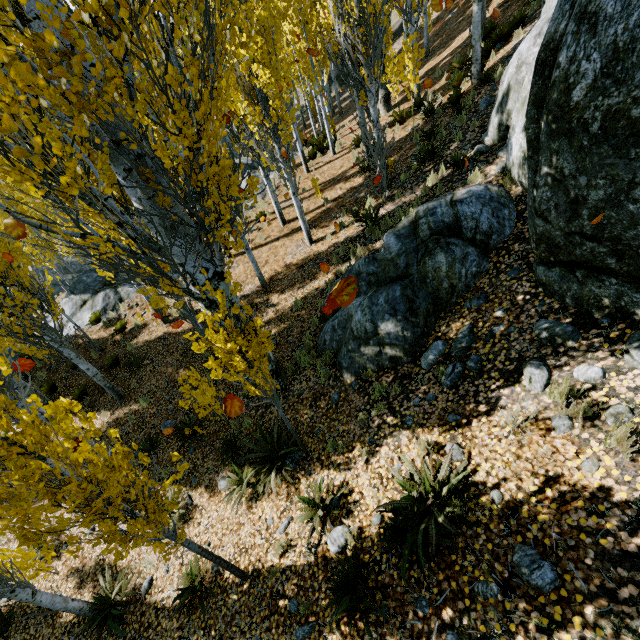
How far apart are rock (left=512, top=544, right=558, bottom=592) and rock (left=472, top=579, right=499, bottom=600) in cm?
28

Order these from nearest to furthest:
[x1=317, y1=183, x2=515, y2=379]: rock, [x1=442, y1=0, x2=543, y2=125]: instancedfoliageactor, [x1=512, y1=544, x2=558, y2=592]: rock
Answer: [x1=512, y1=544, x2=558, y2=592]: rock, [x1=317, y1=183, x2=515, y2=379]: rock, [x1=442, y1=0, x2=543, y2=125]: instancedfoliageactor

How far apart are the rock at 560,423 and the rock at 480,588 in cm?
168

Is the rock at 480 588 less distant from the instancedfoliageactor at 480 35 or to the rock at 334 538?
the rock at 334 538

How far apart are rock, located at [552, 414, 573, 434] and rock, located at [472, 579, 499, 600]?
1.7 meters

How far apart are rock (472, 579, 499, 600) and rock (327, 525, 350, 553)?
1.8m

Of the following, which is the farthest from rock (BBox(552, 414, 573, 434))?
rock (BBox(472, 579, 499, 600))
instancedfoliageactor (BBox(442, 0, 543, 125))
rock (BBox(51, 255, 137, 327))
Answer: instancedfoliageactor (BBox(442, 0, 543, 125))

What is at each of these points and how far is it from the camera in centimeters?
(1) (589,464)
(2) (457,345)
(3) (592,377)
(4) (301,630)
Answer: (1) rock, 312cm
(2) rock, 516cm
(3) rock, 358cm
(4) rock, 417cm
